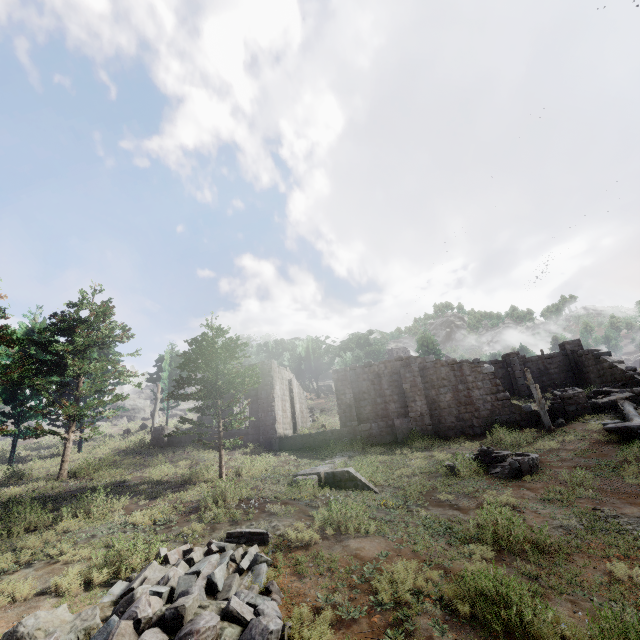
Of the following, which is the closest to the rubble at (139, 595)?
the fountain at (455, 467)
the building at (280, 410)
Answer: the building at (280, 410)

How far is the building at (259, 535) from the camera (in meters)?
8.43

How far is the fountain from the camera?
13.2m

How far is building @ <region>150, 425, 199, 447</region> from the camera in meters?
25.4

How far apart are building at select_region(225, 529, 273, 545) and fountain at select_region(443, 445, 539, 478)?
9.8m

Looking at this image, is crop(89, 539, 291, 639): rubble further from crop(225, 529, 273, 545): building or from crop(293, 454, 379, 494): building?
crop(293, 454, 379, 494): building

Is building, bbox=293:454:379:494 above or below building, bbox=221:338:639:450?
below

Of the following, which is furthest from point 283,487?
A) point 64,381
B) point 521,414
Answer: point 64,381
